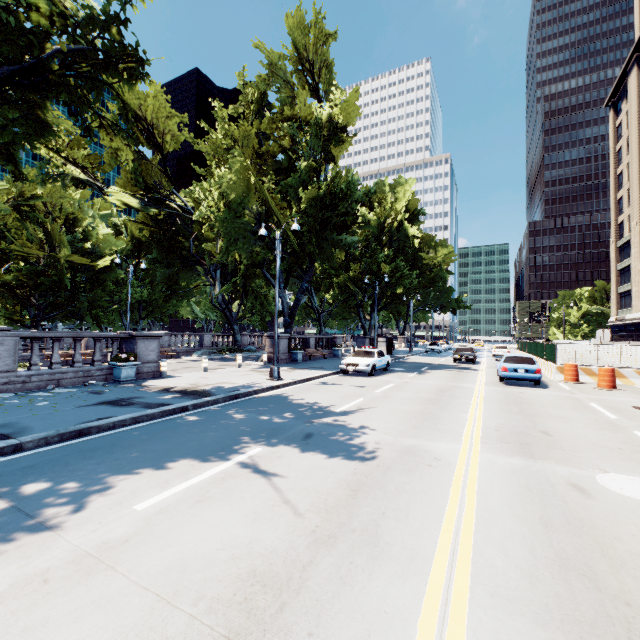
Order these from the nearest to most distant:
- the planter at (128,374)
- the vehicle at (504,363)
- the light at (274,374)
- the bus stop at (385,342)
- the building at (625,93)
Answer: the planter at (128,374), the light at (274,374), the vehicle at (504,363), the bus stop at (385,342), the building at (625,93)

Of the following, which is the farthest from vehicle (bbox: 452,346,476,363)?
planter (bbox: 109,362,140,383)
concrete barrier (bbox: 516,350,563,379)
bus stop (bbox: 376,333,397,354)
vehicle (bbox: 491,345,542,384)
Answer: planter (bbox: 109,362,140,383)

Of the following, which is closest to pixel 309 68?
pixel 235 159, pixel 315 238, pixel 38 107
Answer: pixel 235 159

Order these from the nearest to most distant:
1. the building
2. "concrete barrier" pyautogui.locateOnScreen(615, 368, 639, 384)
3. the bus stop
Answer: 1. "concrete barrier" pyautogui.locateOnScreen(615, 368, 639, 384)
2. the bus stop
3. the building

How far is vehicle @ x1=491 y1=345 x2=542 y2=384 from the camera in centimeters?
1545cm

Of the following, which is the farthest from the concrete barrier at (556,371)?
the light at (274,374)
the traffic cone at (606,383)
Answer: the light at (274,374)

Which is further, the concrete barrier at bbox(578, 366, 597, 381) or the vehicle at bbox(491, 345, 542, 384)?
the concrete barrier at bbox(578, 366, 597, 381)

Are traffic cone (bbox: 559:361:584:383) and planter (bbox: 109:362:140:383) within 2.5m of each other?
no
